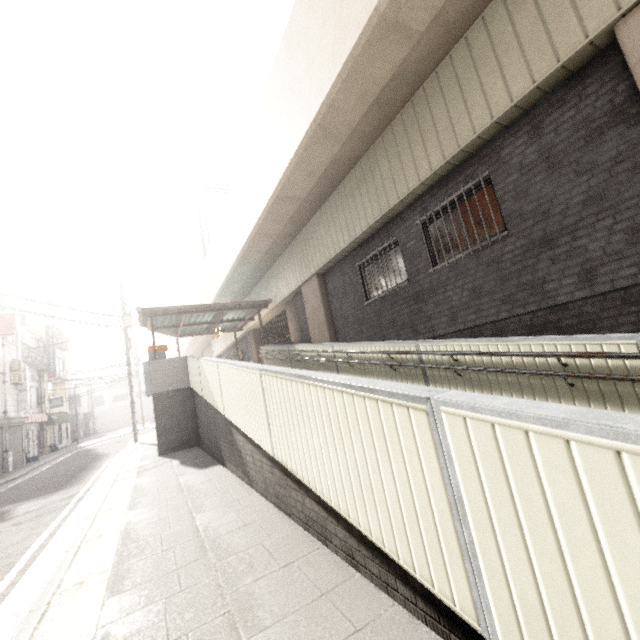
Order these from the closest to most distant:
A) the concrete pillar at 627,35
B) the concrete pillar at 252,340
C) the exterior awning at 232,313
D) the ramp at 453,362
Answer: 1. the ramp at 453,362
2. the concrete pillar at 627,35
3. the exterior awning at 232,313
4. the concrete pillar at 252,340

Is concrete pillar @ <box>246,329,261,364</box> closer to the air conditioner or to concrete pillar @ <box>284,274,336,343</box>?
concrete pillar @ <box>284,274,336,343</box>

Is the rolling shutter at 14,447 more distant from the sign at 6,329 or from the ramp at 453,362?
the ramp at 453,362

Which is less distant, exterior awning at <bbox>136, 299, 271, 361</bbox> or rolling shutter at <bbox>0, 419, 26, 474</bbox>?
exterior awning at <bbox>136, 299, 271, 361</bbox>

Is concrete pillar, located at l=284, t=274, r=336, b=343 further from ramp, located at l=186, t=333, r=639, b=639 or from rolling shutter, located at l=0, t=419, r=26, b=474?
rolling shutter, located at l=0, t=419, r=26, b=474

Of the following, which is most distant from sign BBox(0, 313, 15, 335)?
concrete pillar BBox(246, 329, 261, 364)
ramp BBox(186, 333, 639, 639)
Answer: concrete pillar BBox(246, 329, 261, 364)

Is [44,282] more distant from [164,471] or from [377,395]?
[377,395]
